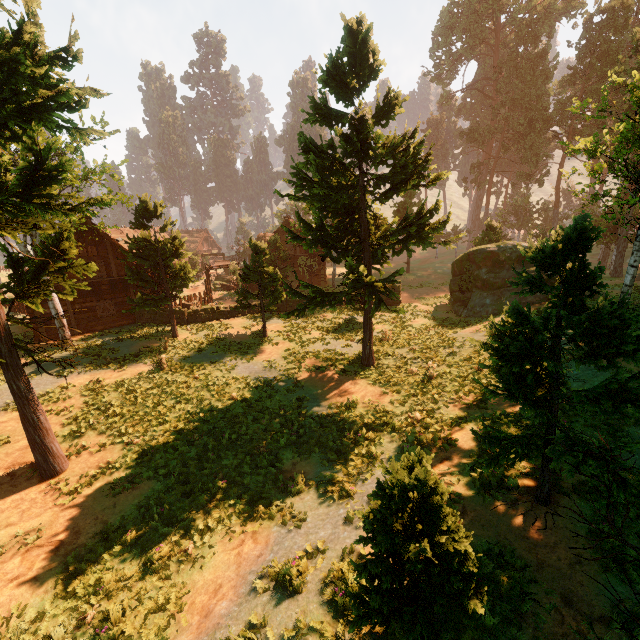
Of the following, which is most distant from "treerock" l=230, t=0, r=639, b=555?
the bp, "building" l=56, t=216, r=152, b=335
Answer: the bp

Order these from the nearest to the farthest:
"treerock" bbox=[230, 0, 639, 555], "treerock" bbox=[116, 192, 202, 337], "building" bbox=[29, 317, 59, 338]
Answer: "treerock" bbox=[230, 0, 639, 555]
"treerock" bbox=[116, 192, 202, 337]
"building" bbox=[29, 317, 59, 338]

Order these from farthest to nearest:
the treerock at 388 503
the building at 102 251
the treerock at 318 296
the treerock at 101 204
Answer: the building at 102 251, the treerock at 101 204, the treerock at 318 296, the treerock at 388 503

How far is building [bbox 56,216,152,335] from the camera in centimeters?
2239cm

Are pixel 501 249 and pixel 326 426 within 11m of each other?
no

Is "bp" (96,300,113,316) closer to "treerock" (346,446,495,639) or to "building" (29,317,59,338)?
"building" (29,317,59,338)

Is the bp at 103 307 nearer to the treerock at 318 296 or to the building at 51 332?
the building at 51 332
